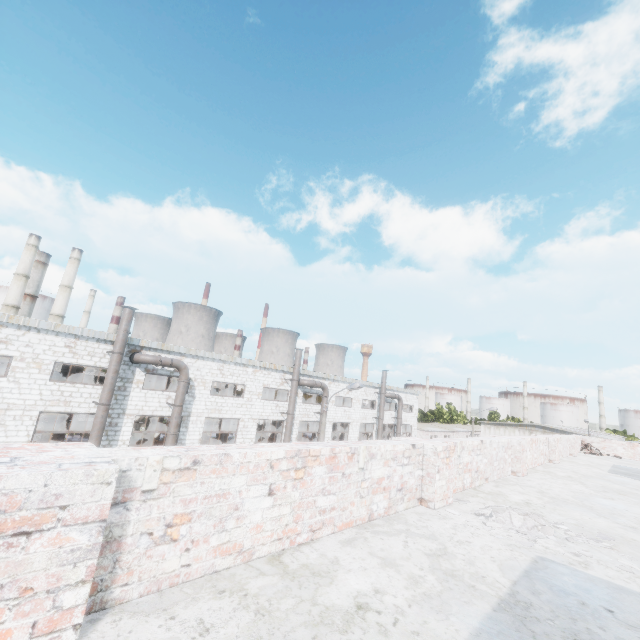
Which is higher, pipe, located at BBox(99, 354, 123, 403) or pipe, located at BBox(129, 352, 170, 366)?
pipe, located at BBox(129, 352, 170, 366)

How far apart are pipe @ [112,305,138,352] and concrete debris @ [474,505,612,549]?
18.8m

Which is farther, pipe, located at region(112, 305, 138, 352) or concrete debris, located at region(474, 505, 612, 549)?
pipe, located at region(112, 305, 138, 352)

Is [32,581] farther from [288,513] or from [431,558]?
[431,558]

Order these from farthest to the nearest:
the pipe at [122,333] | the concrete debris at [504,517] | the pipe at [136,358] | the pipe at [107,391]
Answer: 1. the pipe at [136,358]
2. the pipe at [122,333]
3. the pipe at [107,391]
4. the concrete debris at [504,517]

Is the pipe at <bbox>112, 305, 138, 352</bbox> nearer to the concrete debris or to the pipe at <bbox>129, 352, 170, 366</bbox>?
the pipe at <bbox>129, 352, 170, 366</bbox>

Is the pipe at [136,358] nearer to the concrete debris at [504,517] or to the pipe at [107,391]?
the pipe at [107,391]
